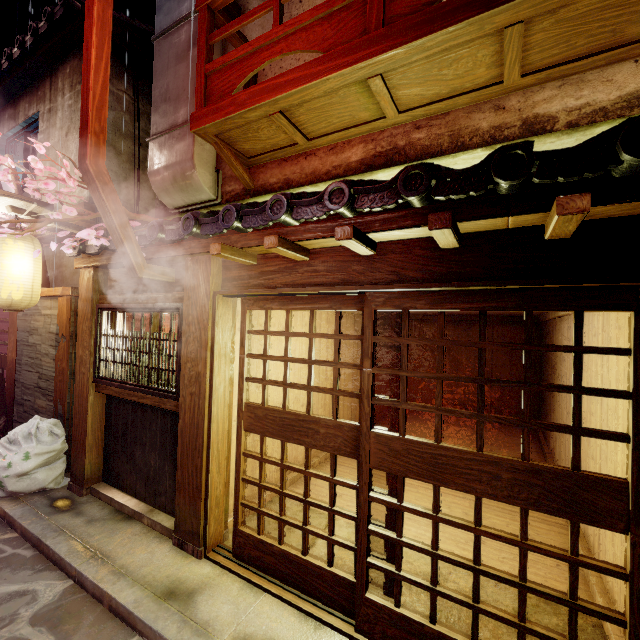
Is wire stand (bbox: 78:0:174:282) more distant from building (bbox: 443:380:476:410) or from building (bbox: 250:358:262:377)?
building (bbox: 443:380:476:410)

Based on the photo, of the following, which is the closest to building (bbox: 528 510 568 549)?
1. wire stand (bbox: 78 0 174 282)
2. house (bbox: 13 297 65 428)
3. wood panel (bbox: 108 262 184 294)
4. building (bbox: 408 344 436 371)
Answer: wood panel (bbox: 108 262 184 294)

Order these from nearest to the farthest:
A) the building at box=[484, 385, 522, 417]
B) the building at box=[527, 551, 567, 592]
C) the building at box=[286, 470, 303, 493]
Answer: the building at box=[527, 551, 567, 592] < the building at box=[286, 470, 303, 493] < the building at box=[484, 385, 522, 417]

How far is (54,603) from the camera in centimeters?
546cm

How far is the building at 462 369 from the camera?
17.0m

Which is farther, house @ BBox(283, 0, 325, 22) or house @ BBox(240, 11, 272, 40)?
house @ BBox(240, 11, 272, 40)

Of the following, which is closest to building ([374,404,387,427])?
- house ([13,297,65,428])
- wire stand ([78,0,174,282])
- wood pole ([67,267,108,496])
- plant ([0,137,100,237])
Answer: wire stand ([78,0,174,282])

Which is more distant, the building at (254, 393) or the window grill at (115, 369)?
the building at (254, 393)
